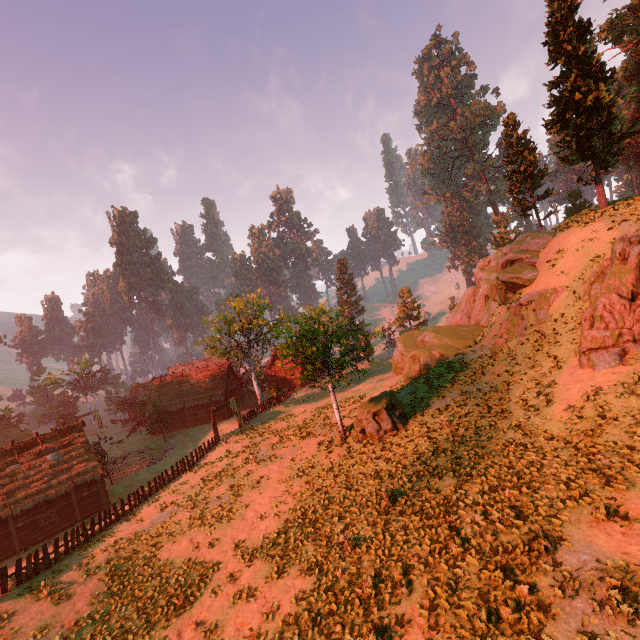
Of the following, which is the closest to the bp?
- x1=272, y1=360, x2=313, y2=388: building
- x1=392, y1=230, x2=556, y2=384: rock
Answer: x1=392, y1=230, x2=556, y2=384: rock

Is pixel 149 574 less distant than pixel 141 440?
Yes

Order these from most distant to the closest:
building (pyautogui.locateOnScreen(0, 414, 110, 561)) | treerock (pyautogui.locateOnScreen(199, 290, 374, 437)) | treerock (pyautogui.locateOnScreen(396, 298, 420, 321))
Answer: treerock (pyautogui.locateOnScreen(396, 298, 420, 321)), building (pyautogui.locateOnScreen(0, 414, 110, 561)), treerock (pyautogui.locateOnScreen(199, 290, 374, 437))

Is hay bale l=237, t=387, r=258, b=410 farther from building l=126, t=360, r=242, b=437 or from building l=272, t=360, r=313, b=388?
building l=272, t=360, r=313, b=388

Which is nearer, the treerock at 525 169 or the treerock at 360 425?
the treerock at 360 425

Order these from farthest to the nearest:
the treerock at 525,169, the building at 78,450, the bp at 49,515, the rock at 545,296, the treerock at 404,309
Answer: the treerock at 404,309
the treerock at 525,169
the bp at 49,515
the building at 78,450
the rock at 545,296

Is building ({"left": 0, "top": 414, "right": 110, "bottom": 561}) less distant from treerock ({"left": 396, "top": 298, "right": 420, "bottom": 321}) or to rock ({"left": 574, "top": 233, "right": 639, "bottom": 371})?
treerock ({"left": 396, "top": 298, "right": 420, "bottom": 321})

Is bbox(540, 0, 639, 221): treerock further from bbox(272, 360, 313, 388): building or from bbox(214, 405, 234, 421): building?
bbox(272, 360, 313, 388): building
